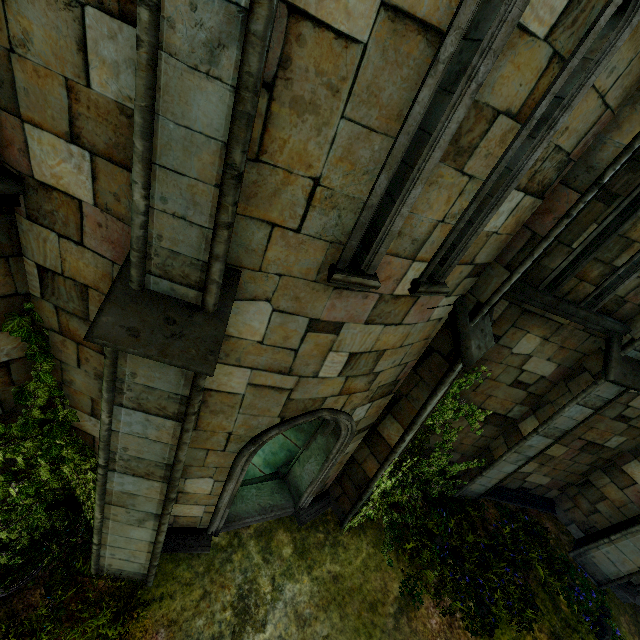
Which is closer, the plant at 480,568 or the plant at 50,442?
the plant at 50,442

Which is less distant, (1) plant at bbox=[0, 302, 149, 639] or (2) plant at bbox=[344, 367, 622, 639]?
(1) plant at bbox=[0, 302, 149, 639]

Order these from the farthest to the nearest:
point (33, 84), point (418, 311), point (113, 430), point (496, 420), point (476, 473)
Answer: point (476, 473), point (496, 420), point (418, 311), point (113, 430), point (33, 84)
